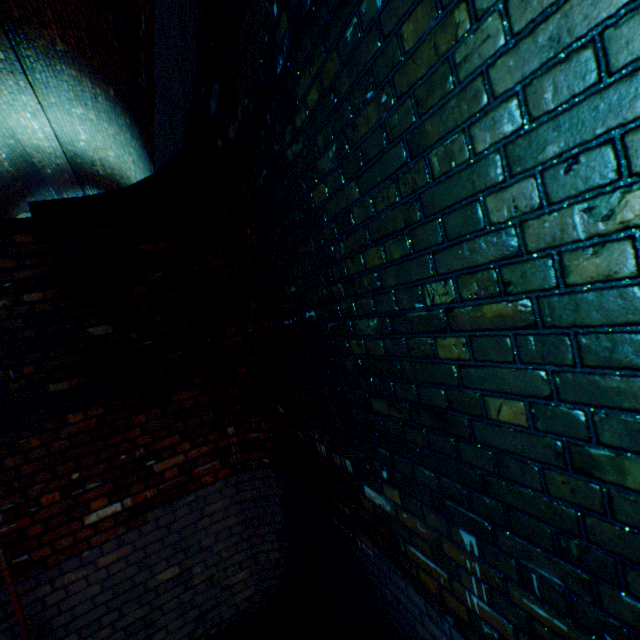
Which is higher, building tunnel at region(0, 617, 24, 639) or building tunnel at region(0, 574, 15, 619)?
building tunnel at region(0, 574, 15, 619)

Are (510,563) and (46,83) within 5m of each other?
no

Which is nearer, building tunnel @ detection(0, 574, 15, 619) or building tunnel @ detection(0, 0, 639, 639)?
building tunnel @ detection(0, 0, 639, 639)

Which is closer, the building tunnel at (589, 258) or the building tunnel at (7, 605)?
the building tunnel at (589, 258)
